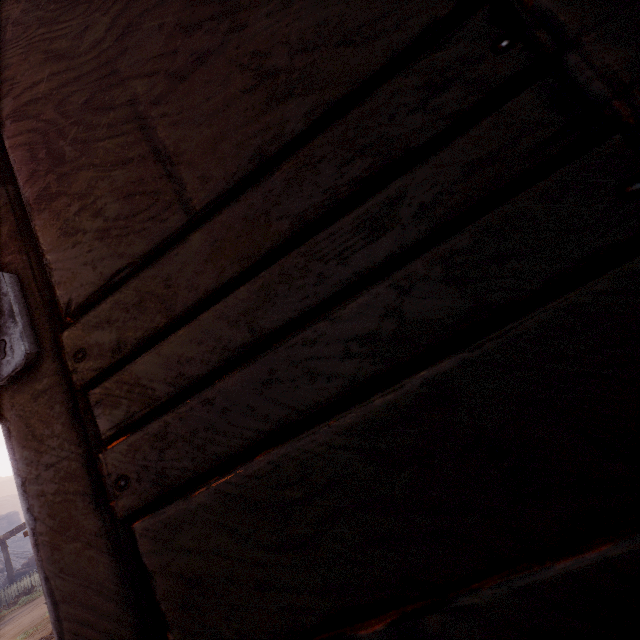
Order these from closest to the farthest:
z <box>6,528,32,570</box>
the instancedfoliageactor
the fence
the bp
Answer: the bp
the fence
the instancedfoliageactor
z <box>6,528,32,570</box>

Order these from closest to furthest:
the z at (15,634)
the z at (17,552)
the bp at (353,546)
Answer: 1. the bp at (353,546)
2. the z at (15,634)
3. the z at (17,552)

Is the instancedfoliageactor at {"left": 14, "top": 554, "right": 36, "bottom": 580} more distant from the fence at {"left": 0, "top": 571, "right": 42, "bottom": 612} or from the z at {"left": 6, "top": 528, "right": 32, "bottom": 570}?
the fence at {"left": 0, "top": 571, "right": 42, "bottom": 612}

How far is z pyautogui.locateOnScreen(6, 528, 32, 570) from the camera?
34.38m

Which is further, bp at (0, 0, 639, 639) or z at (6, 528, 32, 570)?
z at (6, 528, 32, 570)

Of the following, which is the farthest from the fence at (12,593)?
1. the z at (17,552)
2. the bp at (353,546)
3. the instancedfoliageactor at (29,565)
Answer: the bp at (353,546)

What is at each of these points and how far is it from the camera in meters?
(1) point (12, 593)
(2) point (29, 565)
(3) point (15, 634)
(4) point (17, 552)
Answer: (1) fence, 16.6
(2) instancedfoliageactor, 26.4
(3) z, 8.8
(4) z, 39.2

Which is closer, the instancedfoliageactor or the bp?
the bp
